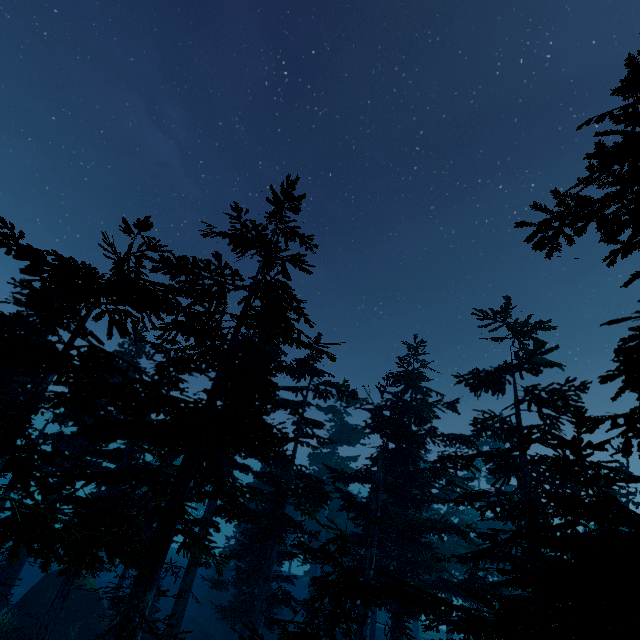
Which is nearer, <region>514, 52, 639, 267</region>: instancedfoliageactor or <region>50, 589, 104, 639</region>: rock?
<region>514, 52, 639, 267</region>: instancedfoliageactor

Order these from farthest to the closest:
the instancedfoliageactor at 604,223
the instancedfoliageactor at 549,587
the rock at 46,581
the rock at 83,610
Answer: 1. the rock at 83,610
2. the rock at 46,581
3. the instancedfoliageactor at 549,587
4. the instancedfoliageactor at 604,223

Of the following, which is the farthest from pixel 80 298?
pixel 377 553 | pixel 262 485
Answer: pixel 262 485

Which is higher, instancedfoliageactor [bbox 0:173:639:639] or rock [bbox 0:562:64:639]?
instancedfoliageactor [bbox 0:173:639:639]

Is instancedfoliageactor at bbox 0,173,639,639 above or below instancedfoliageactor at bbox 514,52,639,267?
below

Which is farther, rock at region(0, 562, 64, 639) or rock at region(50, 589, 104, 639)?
rock at region(50, 589, 104, 639)

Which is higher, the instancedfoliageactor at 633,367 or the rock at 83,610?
the instancedfoliageactor at 633,367

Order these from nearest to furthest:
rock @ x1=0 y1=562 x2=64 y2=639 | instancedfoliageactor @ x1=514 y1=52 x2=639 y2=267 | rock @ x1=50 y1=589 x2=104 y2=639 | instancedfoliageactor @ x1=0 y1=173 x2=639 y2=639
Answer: instancedfoliageactor @ x1=514 y1=52 x2=639 y2=267
instancedfoliageactor @ x1=0 y1=173 x2=639 y2=639
rock @ x1=0 y1=562 x2=64 y2=639
rock @ x1=50 y1=589 x2=104 y2=639
